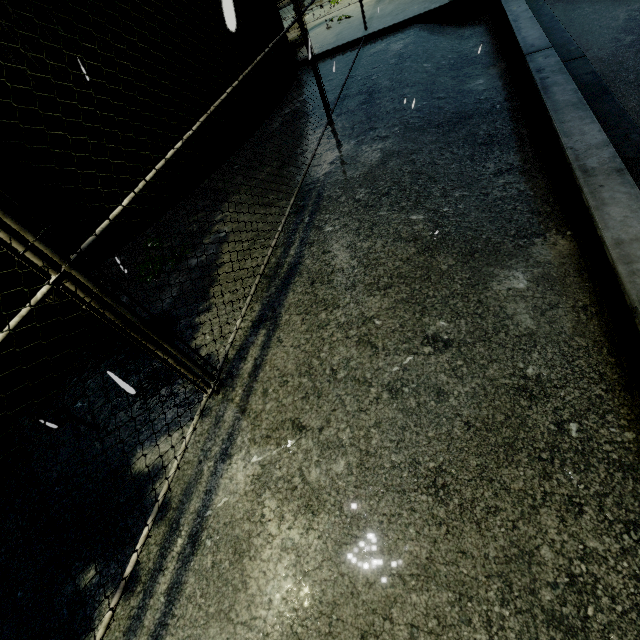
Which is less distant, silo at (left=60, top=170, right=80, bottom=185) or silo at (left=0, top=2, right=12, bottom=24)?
silo at (left=0, top=2, right=12, bottom=24)

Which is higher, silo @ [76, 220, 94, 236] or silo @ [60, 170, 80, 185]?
silo @ [60, 170, 80, 185]

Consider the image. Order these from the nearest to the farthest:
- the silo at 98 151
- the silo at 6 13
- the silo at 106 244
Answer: the silo at 6 13
the silo at 98 151
the silo at 106 244

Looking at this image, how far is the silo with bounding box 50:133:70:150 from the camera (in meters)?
4.49

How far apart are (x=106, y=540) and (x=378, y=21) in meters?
11.8

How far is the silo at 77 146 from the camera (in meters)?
4.66

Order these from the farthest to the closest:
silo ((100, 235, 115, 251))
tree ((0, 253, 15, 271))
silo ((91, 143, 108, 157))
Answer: silo ((100, 235, 115, 251))
silo ((91, 143, 108, 157))
tree ((0, 253, 15, 271))
